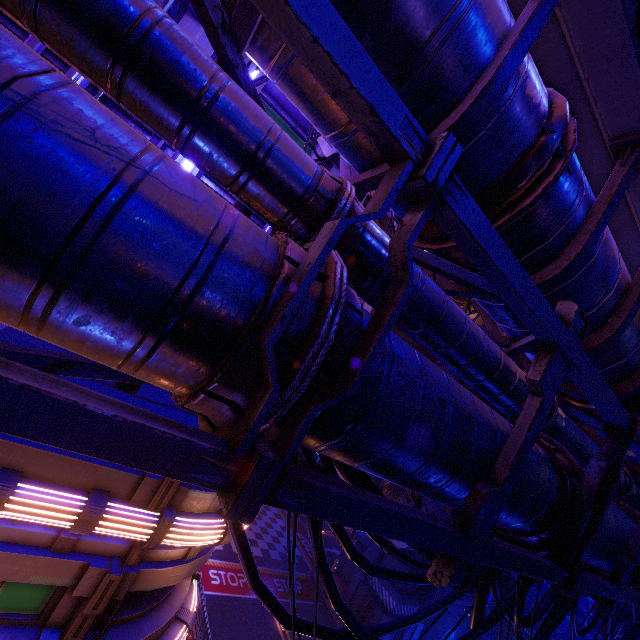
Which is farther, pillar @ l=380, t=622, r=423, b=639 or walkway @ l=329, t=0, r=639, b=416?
pillar @ l=380, t=622, r=423, b=639

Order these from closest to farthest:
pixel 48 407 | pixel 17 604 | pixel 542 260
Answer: pixel 48 407 → pixel 542 260 → pixel 17 604

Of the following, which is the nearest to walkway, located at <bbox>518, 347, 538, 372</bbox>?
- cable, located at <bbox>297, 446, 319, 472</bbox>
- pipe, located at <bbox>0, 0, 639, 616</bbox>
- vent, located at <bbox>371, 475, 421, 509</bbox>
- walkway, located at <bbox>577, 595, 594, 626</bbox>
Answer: pipe, located at <bbox>0, 0, 639, 616</bbox>

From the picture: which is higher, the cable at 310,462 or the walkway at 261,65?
the walkway at 261,65

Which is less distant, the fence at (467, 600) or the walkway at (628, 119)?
the walkway at (628, 119)

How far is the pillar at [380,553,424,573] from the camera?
22.93m

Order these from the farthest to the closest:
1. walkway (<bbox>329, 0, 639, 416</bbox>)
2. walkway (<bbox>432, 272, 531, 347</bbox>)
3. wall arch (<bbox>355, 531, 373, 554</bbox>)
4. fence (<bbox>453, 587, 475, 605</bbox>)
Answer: wall arch (<bbox>355, 531, 373, 554</bbox>), fence (<bbox>453, 587, 475, 605</bbox>), walkway (<bbox>432, 272, 531, 347</bbox>), walkway (<bbox>329, 0, 639, 416</bbox>)

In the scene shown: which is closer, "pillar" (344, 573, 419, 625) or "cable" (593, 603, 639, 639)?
"cable" (593, 603, 639, 639)
